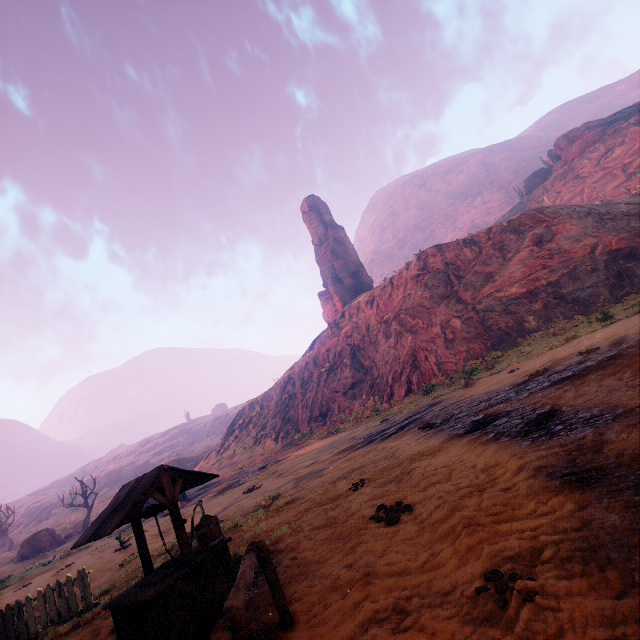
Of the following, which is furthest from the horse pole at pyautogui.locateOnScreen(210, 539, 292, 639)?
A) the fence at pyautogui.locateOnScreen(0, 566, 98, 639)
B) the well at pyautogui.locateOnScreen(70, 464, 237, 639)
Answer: the fence at pyautogui.locateOnScreen(0, 566, 98, 639)

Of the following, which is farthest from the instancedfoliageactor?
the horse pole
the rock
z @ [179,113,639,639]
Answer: the rock

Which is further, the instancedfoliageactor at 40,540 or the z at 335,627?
the instancedfoliageactor at 40,540

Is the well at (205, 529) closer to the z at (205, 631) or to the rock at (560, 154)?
the z at (205, 631)

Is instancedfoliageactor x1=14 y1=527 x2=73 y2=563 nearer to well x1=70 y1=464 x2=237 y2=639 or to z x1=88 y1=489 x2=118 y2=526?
z x1=88 y1=489 x2=118 y2=526

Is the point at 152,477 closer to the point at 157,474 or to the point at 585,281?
the point at 157,474

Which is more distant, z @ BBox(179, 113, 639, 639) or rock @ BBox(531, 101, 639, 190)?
rock @ BBox(531, 101, 639, 190)

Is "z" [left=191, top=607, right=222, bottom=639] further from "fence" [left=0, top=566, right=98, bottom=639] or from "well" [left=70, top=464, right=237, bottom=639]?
"fence" [left=0, top=566, right=98, bottom=639]
